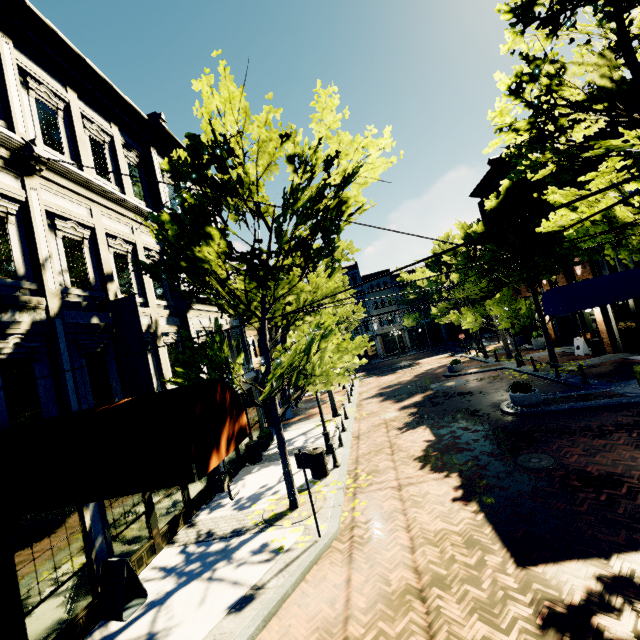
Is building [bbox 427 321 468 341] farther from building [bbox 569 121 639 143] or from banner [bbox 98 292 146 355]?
banner [bbox 98 292 146 355]

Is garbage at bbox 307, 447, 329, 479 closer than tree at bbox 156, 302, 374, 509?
No

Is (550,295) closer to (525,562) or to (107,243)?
(525,562)

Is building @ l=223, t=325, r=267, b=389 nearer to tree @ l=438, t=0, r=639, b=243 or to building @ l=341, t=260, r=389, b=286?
tree @ l=438, t=0, r=639, b=243

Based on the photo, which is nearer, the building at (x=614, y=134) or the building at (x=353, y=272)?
the building at (x=614, y=134)

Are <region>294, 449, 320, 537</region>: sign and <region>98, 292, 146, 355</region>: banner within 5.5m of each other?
yes

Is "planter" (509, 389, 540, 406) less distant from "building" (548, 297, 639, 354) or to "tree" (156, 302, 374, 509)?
"tree" (156, 302, 374, 509)

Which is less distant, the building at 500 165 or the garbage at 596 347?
the garbage at 596 347
